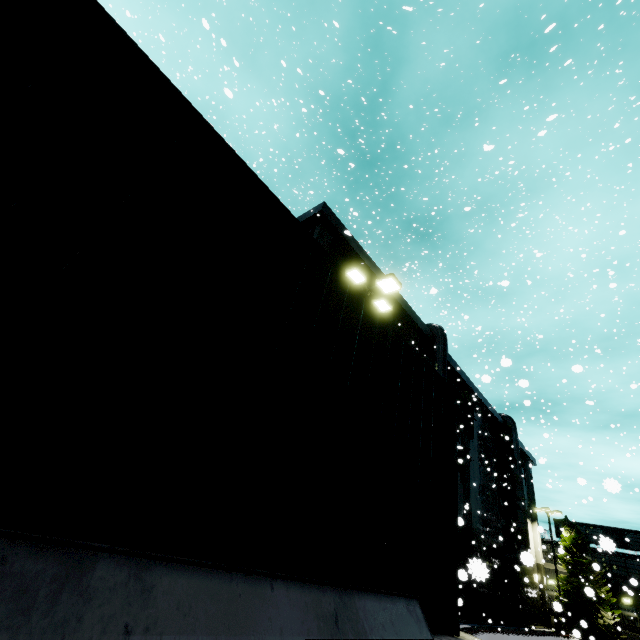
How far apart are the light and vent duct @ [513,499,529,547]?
26.1 meters

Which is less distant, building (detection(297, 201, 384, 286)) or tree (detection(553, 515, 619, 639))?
building (detection(297, 201, 384, 286))

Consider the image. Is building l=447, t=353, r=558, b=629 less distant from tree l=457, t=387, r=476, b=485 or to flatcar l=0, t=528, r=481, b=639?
tree l=457, t=387, r=476, b=485

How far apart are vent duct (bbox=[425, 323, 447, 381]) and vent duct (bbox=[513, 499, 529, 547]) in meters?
13.4

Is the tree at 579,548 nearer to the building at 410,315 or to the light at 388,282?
the building at 410,315

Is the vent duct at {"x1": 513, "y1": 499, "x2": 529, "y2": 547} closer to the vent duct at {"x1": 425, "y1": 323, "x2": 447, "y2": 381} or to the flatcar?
the vent duct at {"x1": 425, "y1": 323, "x2": 447, "y2": 381}

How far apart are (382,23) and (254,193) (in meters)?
11.12

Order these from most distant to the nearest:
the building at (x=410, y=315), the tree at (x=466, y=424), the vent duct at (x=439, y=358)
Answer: the tree at (x=466, y=424) → the vent duct at (x=439, y=358) → the building at (x=410, y=315)
